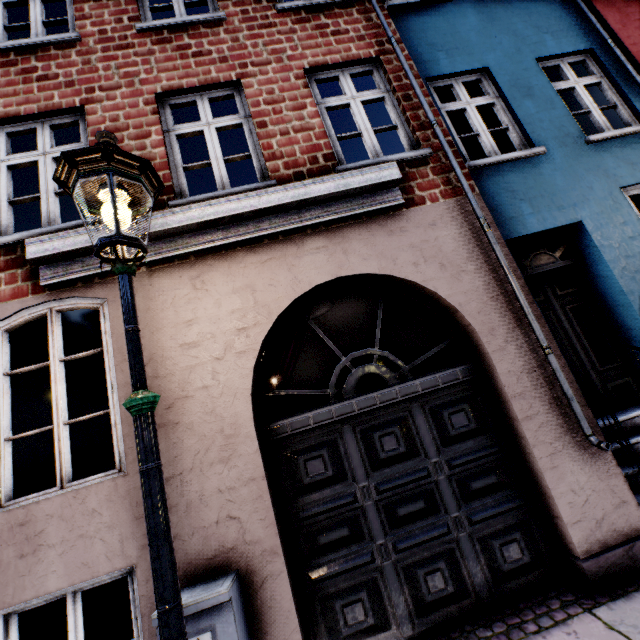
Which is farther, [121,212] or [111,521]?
[111,521]

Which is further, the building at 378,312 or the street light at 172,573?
the building at 378,312

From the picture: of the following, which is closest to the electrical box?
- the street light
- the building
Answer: the building

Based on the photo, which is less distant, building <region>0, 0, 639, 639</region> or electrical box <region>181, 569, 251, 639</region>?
electrical box <region>181, 569, 251, 639</region>

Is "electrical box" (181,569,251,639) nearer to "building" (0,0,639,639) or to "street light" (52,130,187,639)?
"building" (0,0,639,639)

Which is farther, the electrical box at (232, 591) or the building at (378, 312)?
the building at (378, 312)

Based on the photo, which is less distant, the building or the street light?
the street light
